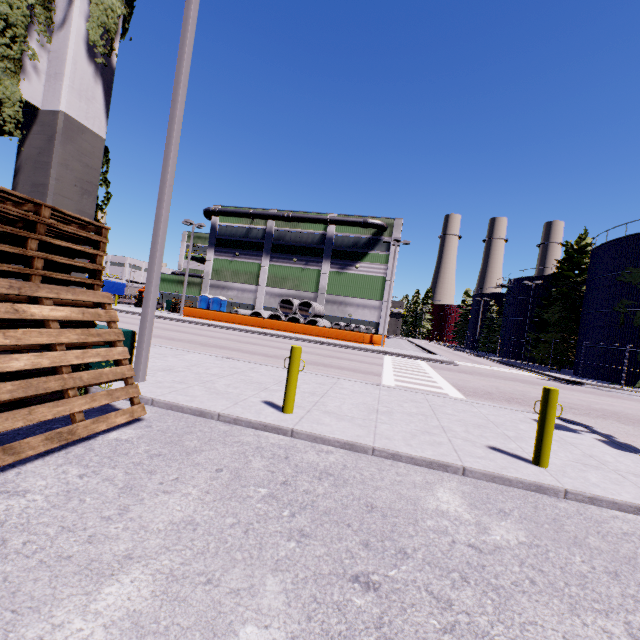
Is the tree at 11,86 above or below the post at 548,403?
above

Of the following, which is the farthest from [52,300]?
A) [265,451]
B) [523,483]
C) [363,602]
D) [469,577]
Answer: [523,483]

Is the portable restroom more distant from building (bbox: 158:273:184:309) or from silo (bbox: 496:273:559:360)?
silo (bbox: 496:273:559:360)

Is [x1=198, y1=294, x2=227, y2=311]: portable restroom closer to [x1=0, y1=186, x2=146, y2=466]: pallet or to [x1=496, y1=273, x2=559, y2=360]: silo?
[x1=496, y1=273, x2=559, y2=360]: silo

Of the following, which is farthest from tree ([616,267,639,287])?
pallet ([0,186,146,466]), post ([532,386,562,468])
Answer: post ([532,386,562,468])

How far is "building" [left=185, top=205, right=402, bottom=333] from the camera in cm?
3872

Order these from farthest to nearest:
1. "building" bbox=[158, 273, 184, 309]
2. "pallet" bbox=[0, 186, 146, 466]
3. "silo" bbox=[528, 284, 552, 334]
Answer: "building" bbox=[158, 273, 184, 309] → "silo" bbox=[528, 284, 552, 334] → "pallet" bbox=[0, 186, 146, 466]

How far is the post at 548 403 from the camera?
4.8m
